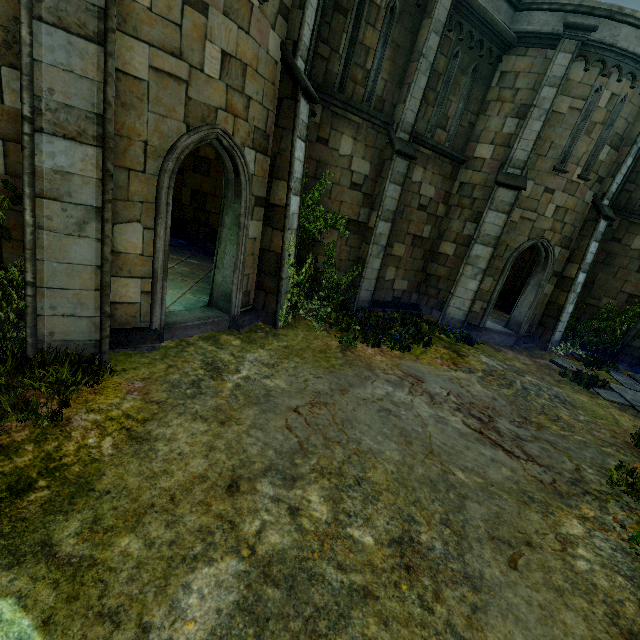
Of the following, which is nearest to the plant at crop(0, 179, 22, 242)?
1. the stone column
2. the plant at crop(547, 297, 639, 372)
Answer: the plant at crop(547, 297, 639, 372)

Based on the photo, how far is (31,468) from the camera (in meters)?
3.32

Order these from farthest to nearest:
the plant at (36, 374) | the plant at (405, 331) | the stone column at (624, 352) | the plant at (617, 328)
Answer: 1. the stone column at (624, 352)
2. the plant at (617, 328)
3. the plant at (405, 331)
4. the plant at (36, 374)

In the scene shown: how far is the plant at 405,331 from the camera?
8.4m

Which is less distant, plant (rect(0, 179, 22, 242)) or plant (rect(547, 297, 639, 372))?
plant (rect(0, 179, 22, 242))

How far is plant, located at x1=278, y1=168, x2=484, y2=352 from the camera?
8.4m

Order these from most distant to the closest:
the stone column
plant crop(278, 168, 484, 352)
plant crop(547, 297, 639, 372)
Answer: the stone column → plant crop(547, 297, 639, 372) → plant crop(278, 168, 484, 352)

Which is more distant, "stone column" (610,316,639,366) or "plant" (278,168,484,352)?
"stone column" (610,316,639,366)
